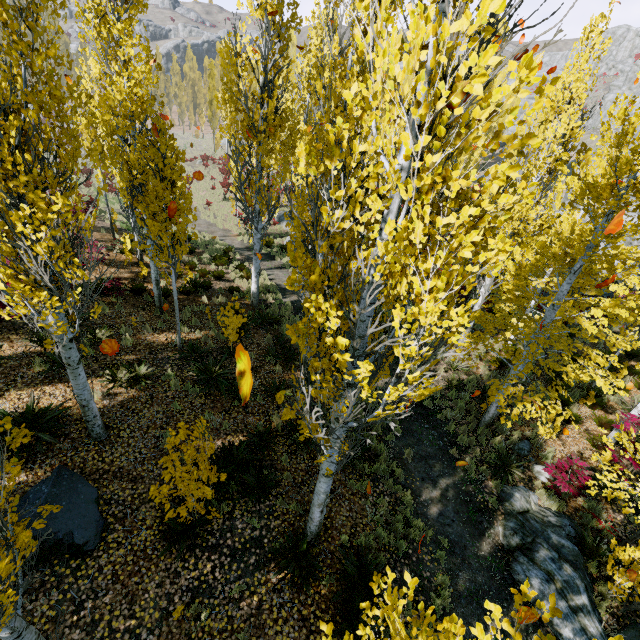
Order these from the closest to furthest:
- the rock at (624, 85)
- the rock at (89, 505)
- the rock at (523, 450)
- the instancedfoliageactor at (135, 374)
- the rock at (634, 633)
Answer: the rock at (89, 505) → the rock at (634, 633) → the instancedfoliageactor at (135, 374) → the rock at (523, 450) → the rock at (624, 85)

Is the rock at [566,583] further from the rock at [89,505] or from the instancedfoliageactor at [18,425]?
the rock at [89,505]

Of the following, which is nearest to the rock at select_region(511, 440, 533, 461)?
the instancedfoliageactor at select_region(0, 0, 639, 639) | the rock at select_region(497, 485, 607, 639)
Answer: the instancedfoliageactor at select_region(0, 0, 639, 639)

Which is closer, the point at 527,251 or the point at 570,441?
the point at 527,251

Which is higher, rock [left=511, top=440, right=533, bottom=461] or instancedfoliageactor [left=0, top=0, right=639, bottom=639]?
instancedfoliageactor [left=0, top=0, right=639, bottom=639]

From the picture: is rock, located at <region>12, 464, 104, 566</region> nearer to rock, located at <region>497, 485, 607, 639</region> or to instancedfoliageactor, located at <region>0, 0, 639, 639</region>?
instancedfoliageactor, located at <region>0, 0, 639, 639</region>
